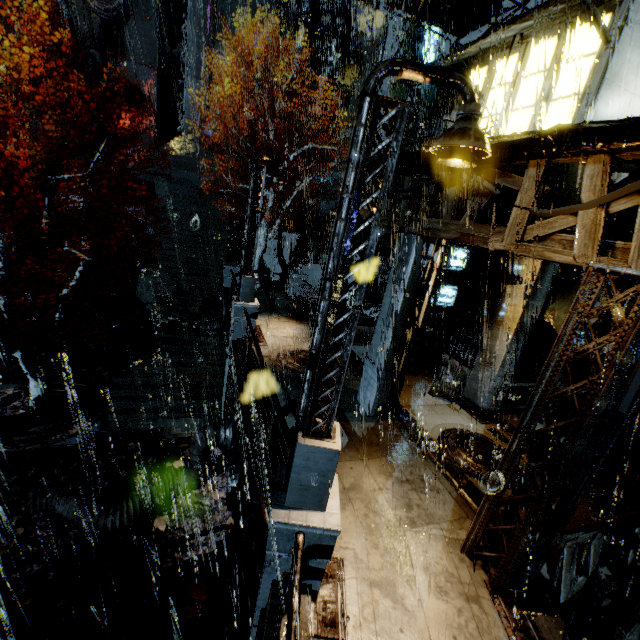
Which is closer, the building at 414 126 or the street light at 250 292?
the street light at 250 292

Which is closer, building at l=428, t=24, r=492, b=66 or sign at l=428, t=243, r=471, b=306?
building at l=428, t=24, r=492, b=66

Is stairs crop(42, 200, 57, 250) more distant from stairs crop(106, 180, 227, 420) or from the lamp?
the lamp

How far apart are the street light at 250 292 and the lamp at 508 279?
8.2 meters

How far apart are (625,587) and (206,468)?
11.54m

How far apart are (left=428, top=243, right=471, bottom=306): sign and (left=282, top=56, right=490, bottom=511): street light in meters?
11.6 m

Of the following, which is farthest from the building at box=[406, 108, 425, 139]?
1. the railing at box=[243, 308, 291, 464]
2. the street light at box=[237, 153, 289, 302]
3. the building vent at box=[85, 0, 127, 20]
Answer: the street light at box=[237, 153, 289, 302]

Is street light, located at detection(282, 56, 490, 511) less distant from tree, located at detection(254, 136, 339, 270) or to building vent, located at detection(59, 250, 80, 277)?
tree, located at detection(254, 136, 339, 270)
